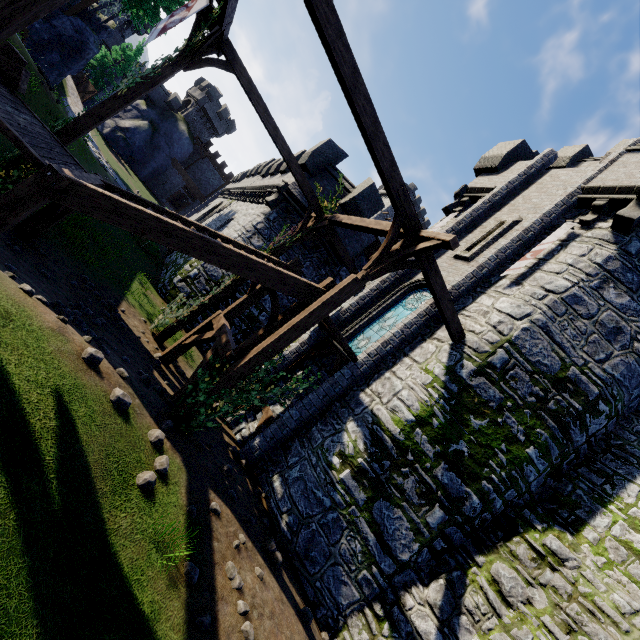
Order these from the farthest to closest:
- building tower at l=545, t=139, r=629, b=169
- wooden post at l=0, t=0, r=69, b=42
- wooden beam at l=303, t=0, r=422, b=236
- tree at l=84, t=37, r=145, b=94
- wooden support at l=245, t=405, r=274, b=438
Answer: tree at l=84, t=37, r=145, b=94
building tower at l=545, t=139, r=629, b=169
wooden support at l=245, t=405, r=274, b=438
wooden beam at l=303, t=0, r=422, b=236
wooden post at l=0, t=0, r=69, b=42

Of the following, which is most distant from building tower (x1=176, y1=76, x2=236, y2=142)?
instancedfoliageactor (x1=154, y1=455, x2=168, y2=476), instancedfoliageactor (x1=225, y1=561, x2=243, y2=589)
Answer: instancedfoliageactor (x1=225, y1=561, x2=243, y2=589)

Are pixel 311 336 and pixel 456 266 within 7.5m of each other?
yes

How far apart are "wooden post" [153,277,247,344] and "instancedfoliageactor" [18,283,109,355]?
5.6m

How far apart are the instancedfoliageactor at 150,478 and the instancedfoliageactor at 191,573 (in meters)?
1.11

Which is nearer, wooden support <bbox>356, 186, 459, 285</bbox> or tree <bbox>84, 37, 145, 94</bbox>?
wooden support <bbox>356, 186, 459, 285</bbox>

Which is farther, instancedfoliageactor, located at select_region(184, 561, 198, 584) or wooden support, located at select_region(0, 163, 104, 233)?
wooden support, located at select_region(0, 163, 104, 233)

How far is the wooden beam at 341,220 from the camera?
8.36m
